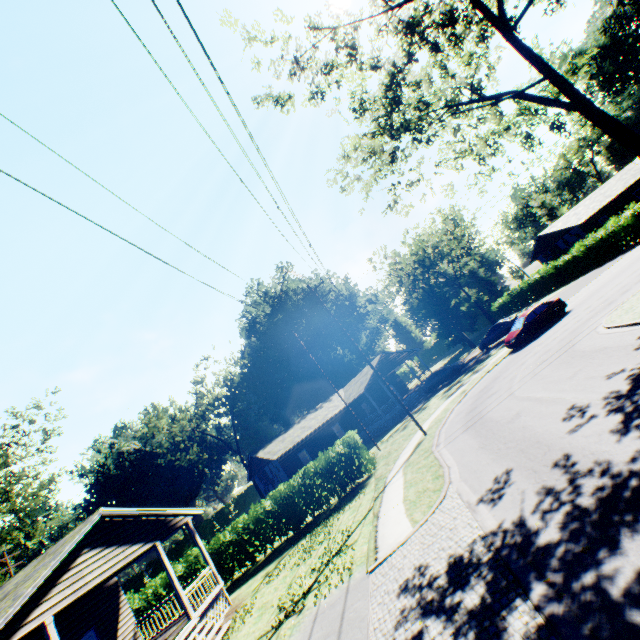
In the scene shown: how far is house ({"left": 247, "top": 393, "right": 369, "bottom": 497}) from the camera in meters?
32.0

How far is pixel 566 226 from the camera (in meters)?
38.22

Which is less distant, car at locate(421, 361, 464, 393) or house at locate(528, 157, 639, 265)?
car at locate(421, 361, 464, 393)

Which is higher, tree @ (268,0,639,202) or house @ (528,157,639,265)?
tree @ (268,0,639,202)

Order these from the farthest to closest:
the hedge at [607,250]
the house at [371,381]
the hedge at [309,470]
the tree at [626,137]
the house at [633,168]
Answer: the house at [633,168]
the house at [371,381]
the hedge at [607,250]
the hedge at [309,470]
the tree at [626,137]

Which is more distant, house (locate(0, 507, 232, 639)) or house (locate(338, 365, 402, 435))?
house (locate(338, 365, 402, 435))

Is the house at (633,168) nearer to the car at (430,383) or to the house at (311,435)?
the car at (430,383)
